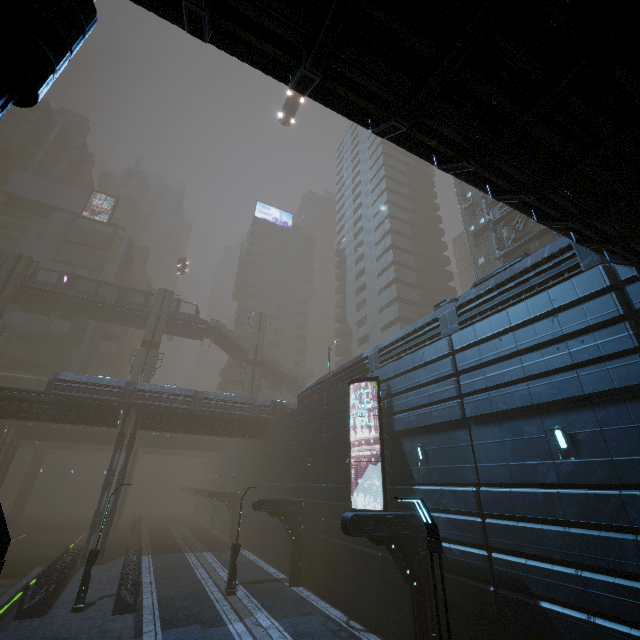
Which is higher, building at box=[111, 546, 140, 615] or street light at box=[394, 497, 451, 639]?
street light at box=[394, 497, 451, 639]

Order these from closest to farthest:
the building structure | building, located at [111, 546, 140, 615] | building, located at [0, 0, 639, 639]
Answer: building, located at [0, 0, 639, 639] < building, located at [111, 546, 140, 615] < the building structure

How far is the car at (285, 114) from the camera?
36.9 meters

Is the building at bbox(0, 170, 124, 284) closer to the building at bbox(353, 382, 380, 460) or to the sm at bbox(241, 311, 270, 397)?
the building at bbox(353, 382, 380, 460)

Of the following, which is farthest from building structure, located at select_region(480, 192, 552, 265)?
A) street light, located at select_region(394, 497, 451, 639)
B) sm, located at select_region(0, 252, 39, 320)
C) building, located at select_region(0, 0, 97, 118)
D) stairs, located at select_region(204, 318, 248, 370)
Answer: sm, located at select_region(0, 252, 39, 320)

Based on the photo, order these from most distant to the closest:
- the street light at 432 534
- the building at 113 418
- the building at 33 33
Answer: the building at 113 418
the street light at 432 534
the building at 33 33

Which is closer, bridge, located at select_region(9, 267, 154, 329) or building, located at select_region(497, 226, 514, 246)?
building, located at select_region(497, 226, 514, 246)

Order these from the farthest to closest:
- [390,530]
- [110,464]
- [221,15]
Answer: [110,464] < [390,530] < [221,15]
